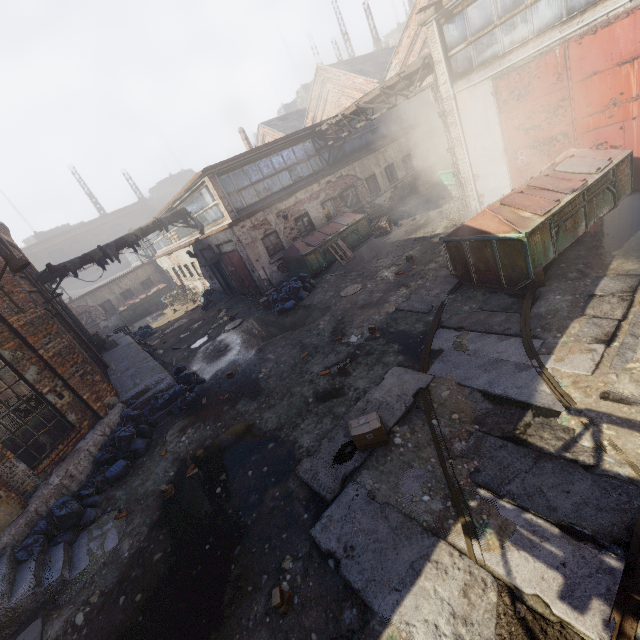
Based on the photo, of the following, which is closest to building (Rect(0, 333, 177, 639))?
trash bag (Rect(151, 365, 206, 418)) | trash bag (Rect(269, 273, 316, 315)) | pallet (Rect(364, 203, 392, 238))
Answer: trash bag (Rect(151, 365, 206, 418))

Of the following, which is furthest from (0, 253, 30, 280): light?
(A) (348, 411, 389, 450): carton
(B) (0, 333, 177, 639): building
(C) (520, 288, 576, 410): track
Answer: (C) (520, 288, 576, 410): track

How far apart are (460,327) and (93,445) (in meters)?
9.50

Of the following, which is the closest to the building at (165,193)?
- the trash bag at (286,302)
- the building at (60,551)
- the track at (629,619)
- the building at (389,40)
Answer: the building at (389,40)

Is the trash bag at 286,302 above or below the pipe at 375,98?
below

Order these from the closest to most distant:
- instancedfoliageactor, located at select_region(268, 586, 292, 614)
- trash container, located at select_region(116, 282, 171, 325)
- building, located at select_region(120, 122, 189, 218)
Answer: instancedfoliageactor, located at select_region(268, 586, 292, 614) < trash container, located at select_region(116, 282, 171, 325) < building, located at select_region(120, 122, 189, 218)

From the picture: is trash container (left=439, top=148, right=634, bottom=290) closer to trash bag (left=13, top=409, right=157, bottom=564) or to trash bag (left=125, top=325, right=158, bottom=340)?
trash bag (left=13, top=409, right=157, bottom=564)

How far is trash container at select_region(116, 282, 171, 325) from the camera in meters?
26.7
